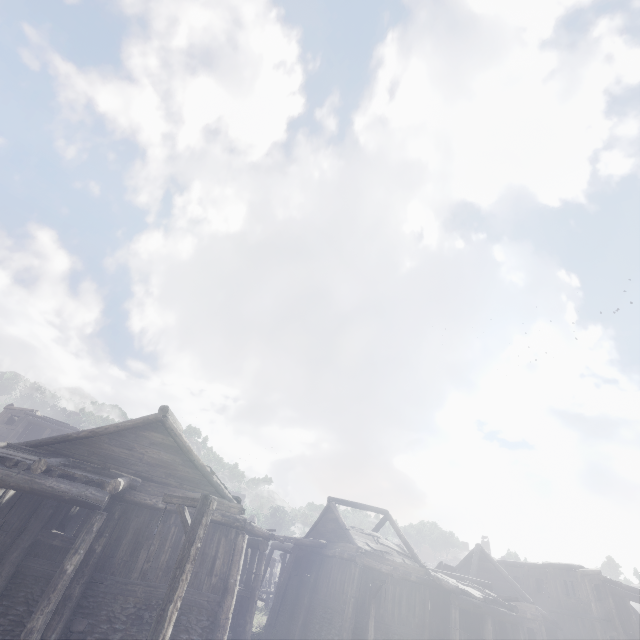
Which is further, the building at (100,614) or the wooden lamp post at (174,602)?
the building at (100,614)

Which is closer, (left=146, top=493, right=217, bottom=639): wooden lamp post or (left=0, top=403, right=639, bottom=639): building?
(left=146, top=493, right=217, bottom=639): wooden lamp post

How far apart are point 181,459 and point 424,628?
17.3m
